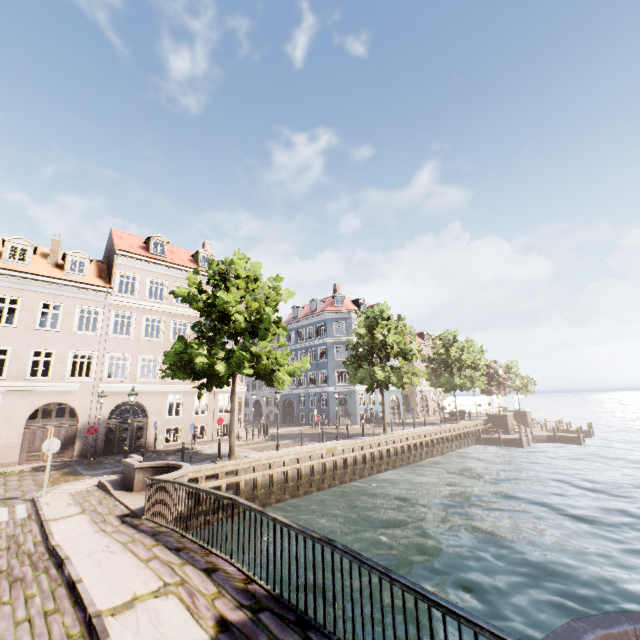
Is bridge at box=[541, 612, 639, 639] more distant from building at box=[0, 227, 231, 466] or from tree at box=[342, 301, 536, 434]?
building at box=[0, 227, 231, 466]

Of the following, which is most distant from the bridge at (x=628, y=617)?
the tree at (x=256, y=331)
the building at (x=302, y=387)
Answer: the building at (x=302, y=387)

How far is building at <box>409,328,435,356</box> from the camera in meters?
49.6

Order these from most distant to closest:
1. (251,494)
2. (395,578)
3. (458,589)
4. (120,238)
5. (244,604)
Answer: (120,238), (251,494), (458,589), (244,604), (395,578)

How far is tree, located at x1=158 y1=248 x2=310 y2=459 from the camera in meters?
15.3 m

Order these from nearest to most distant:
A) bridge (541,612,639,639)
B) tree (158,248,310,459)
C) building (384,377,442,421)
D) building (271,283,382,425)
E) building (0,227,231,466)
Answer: bridge (541,612,639,639) < tree (158,248,310,459) < building (0,227,231,466) < building (271,283,382,425) < building (384,377,442,421)

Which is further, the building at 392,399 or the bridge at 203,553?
the building at 392,399
